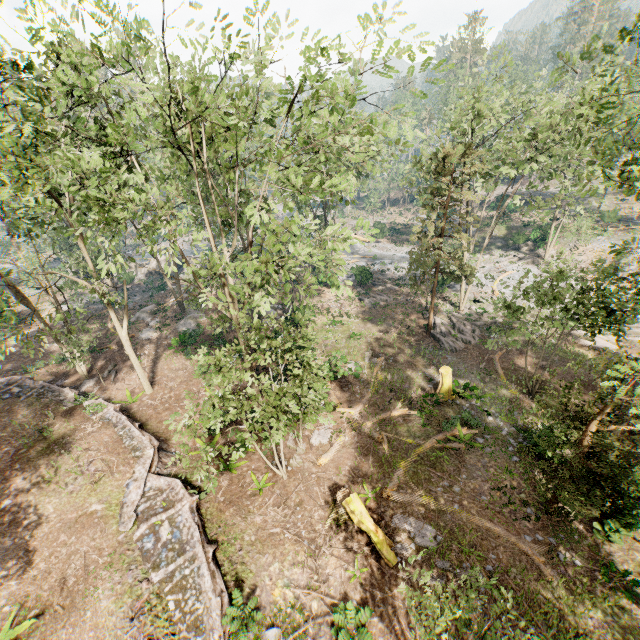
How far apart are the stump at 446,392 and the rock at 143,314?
27.80m

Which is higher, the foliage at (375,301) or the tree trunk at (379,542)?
the tree trunk at (379,542)

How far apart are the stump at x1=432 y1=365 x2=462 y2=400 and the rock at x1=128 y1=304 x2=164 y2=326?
27.80m

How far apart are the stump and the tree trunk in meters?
9.1

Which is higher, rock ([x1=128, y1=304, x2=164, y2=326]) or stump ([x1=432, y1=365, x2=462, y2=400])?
rock ([x1=128, y1=304, x2=164, y2=326])

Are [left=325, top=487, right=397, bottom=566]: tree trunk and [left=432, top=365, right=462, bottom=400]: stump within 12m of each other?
yes

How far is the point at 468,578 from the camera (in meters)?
11.94

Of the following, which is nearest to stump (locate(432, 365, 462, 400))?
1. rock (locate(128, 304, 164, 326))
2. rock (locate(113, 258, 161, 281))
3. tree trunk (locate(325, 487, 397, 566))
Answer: tree trunk (locate(325, 487, 397, 566))
